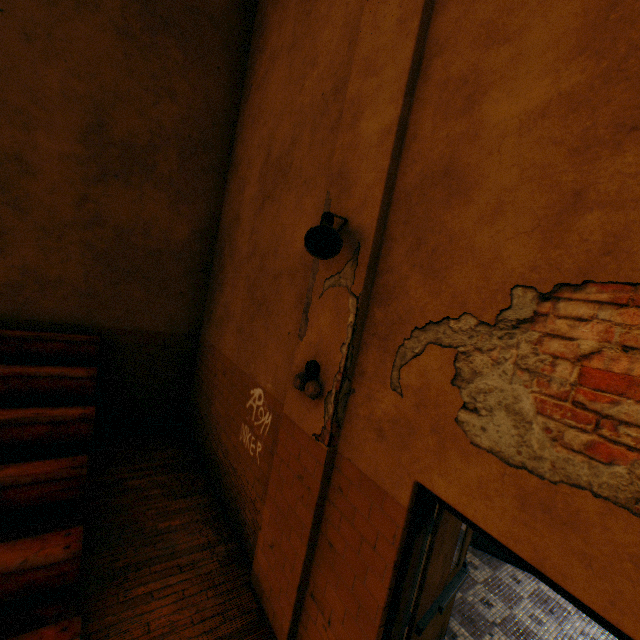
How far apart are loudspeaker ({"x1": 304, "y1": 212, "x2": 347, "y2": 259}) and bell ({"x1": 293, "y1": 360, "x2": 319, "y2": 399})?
1.0 meters

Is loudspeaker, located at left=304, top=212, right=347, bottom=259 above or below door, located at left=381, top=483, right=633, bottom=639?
above

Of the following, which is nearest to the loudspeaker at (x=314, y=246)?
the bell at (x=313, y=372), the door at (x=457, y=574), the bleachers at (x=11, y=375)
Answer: the bell at (x=313, y=372)

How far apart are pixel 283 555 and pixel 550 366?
2.9m

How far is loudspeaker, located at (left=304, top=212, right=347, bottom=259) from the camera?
2.5m

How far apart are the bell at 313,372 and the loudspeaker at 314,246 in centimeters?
95cm

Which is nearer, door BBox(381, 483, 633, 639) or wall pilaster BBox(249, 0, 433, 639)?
door BBox(381, 483, 633, 639)

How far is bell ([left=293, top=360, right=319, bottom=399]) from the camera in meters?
2.8
